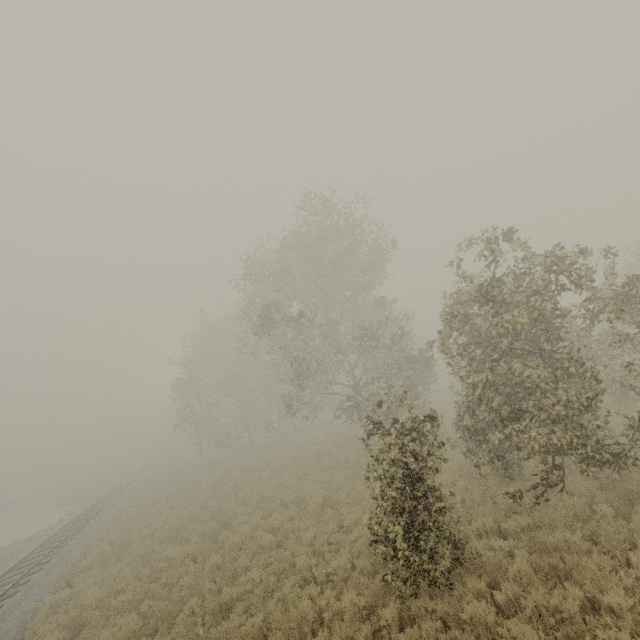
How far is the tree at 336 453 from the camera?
19.15m

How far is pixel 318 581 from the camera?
8.4 meters

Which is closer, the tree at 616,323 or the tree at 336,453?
the tree at 616,323

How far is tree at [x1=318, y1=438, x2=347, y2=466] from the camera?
19.1m

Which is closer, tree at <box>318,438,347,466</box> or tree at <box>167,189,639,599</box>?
tree at <box>167,189,639,599</box>

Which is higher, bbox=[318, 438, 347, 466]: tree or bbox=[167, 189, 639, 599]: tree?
bbox=[167, 189, 639, 599]: tree
